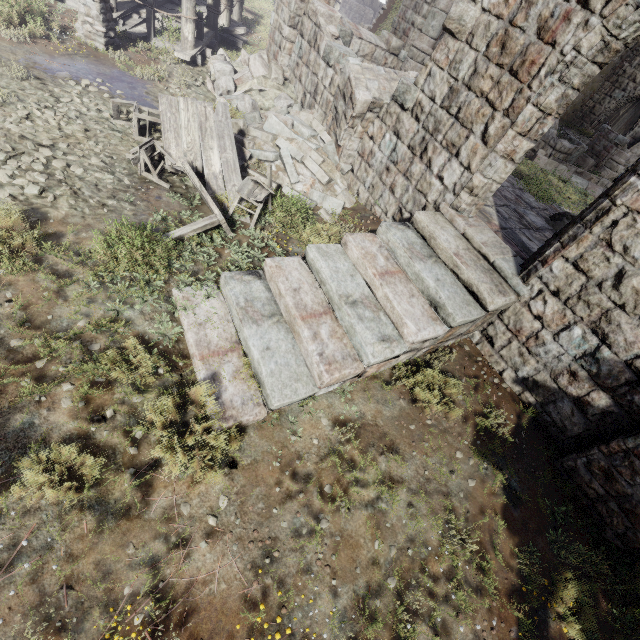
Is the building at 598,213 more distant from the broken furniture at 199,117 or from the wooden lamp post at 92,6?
the broken furniture at 199,117

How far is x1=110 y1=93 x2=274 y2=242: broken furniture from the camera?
6.0 meters

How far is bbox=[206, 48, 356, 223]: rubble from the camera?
8.12m

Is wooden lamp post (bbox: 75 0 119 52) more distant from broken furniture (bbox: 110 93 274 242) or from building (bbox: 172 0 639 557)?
broken furniture (bbox: 110 93 274 242)

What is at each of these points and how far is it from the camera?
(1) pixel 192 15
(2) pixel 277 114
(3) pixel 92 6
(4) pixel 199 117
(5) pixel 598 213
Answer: (1) building, 10.2m
(2) rubble, 8.9m
(3) wooden lamp post, 8.4m
(4) broken furniture, 7.0m
(5) building, 4.6m

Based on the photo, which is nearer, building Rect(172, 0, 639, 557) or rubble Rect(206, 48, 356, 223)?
building Rect(172, 0, 639, 557)

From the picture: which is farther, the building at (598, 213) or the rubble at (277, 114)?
the rubble at (277, 114)

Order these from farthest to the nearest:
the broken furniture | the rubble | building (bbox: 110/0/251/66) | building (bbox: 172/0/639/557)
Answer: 1. building (bbox: 110/0/251/66)
2. the rubble
3. the broken furniture
4. building (bbox: 172/0/639/557)
